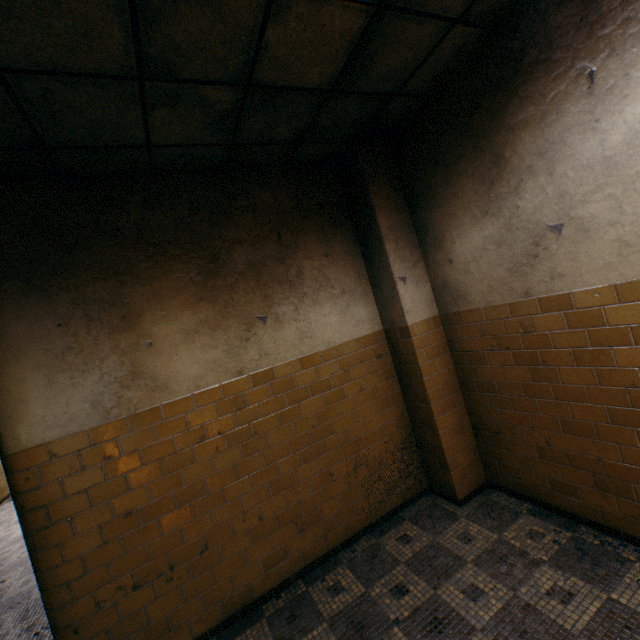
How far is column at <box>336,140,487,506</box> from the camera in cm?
338

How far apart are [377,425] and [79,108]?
3.7 meters

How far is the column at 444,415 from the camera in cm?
338
